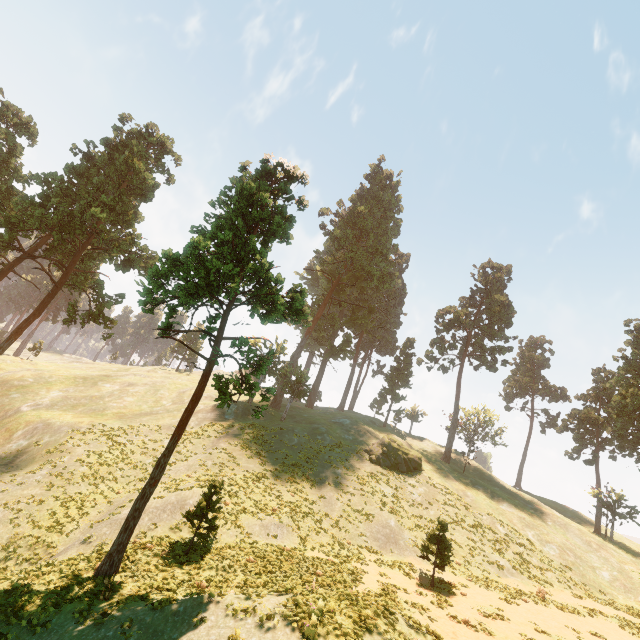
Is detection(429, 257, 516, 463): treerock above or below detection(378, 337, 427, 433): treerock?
above

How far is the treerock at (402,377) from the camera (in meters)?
53.16

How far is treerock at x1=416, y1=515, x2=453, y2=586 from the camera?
19.0 meters

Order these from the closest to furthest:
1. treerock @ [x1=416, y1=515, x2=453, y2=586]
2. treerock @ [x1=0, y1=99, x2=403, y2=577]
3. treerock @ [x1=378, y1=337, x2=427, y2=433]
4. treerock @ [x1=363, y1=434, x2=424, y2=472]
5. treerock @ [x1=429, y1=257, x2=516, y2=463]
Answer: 1. treerock @ [x1=0, y1=99, x2=403, y2=577]
2. treerock @ [x1=416, y1=515, x2=453, y2=586]
3. treerock @ [x1=363, y1=434, x2=424, y2=472]
4. treerock @ [x1=429, y1=257, x2=516, y2=463]
5. treerock @ [x1=378, y1=337, x2=427, y2=433]

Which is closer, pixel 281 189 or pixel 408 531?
pixel 281 189

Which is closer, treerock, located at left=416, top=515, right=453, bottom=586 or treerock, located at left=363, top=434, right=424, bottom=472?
treerock, located at left=416, top=515, right=453, bottom=586
